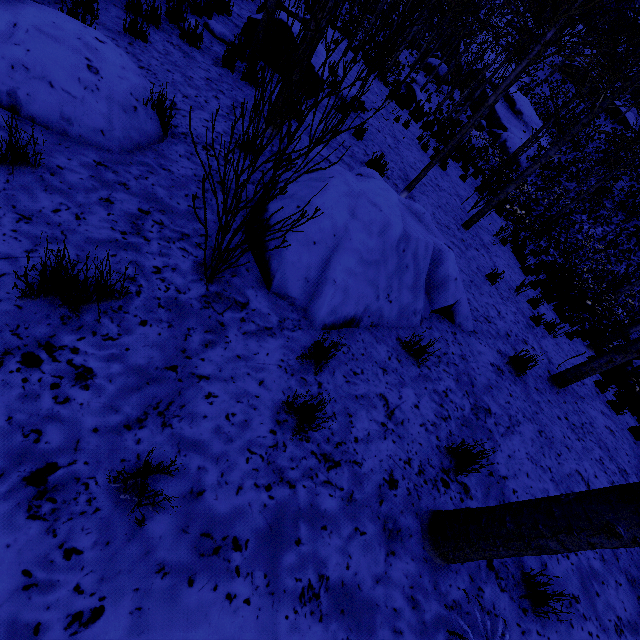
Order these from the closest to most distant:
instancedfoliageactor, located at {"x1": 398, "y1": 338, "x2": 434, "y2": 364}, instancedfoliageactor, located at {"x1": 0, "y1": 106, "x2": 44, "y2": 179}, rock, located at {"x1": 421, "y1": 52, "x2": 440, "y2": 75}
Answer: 1. instancedfoliageactor, located at {"x1": 0, "y1": 106, "x2": 44, "y2": 179}
2. instancedfoliageactor, located at {"x1": 398, "y1": 338, "x2": 434, "y2": 364}
3. rock, located at {"x1": 421, "y1": 52, "x2": 440, "y2": 75}

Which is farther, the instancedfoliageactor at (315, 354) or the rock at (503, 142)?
the rock at (503, 142)

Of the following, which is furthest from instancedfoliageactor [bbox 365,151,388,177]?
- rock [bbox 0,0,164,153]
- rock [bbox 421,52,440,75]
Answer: rock [bbox 0,0,164,153]

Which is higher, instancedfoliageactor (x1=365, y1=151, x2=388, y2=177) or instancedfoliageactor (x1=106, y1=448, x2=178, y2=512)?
instancedfoliageactor (x1=365, y1=151, x2=388, y2=177)

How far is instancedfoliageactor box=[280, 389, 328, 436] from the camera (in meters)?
2.10

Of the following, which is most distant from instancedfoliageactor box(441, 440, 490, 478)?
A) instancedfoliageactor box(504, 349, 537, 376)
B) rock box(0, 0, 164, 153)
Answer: instancedfoliageactor box(504, 349, 537, 376)

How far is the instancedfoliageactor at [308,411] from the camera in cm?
210

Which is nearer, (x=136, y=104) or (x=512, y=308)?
(x=136, y=104)
